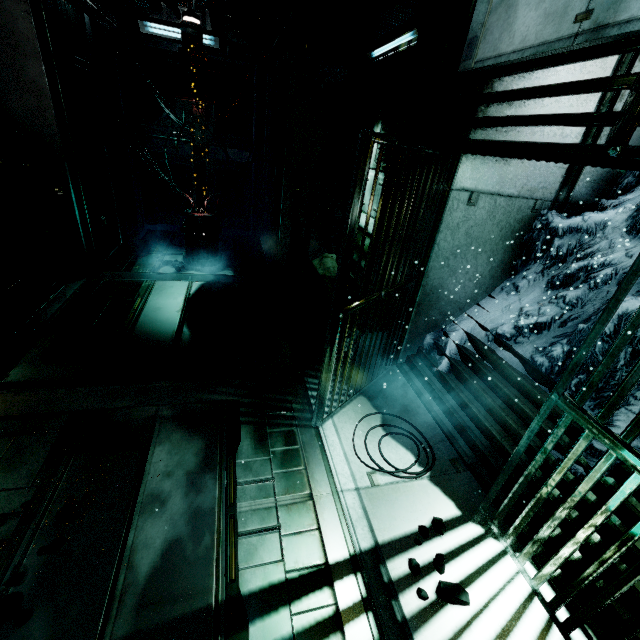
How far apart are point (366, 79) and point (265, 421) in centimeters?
597cm

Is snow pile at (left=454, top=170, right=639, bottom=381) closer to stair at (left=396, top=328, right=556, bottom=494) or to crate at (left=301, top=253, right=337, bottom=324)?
stair at (left=396, top=328, right=556, bottom=494)

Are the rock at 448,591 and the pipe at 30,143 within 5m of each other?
no

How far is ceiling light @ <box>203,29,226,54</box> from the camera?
7.21m

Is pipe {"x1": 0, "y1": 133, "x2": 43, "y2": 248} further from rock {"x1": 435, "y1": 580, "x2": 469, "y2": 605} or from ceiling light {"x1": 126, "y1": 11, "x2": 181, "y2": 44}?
rock {"x1": 435, "y1": 580, "x2": 469, "y2": 605}

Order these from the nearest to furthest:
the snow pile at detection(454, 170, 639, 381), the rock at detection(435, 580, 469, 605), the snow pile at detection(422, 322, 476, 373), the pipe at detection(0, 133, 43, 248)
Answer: the rock at detection(435, 580, 469, 605) < the snow pile at detection(454, 170, 639, 381) < the snow pile at detection(422, 322, 476, 373) < the pipe at detection(0, 133, 43, 248)

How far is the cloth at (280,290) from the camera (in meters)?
5.93

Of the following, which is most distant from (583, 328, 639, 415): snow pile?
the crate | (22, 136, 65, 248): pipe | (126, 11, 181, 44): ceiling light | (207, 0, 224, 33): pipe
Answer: (126, 11, 181, 44): ceiling light
